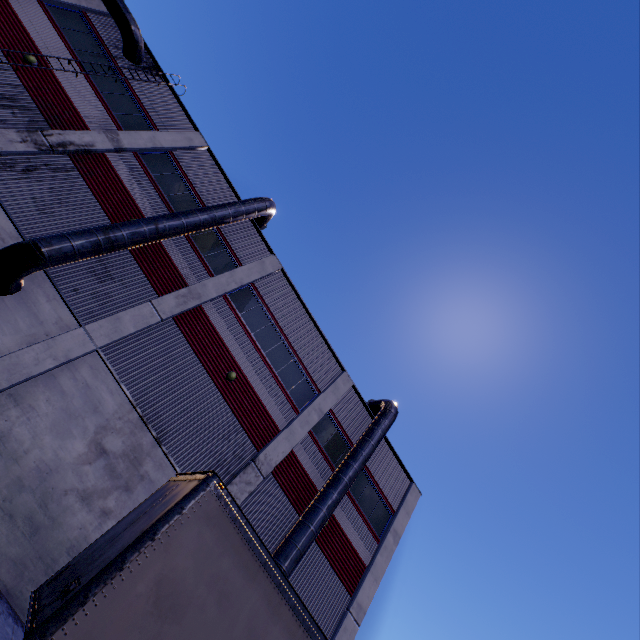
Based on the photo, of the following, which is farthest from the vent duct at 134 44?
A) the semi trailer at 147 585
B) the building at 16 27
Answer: the semi trailer at 147 585

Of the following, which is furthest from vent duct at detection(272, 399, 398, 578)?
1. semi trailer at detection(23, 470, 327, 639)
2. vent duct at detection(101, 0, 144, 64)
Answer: vent duct at detection(101, 0, 144, 64)

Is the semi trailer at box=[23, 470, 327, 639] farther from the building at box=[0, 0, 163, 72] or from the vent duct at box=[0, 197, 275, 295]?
the vent duct at box=[0, 197, 275, 295]

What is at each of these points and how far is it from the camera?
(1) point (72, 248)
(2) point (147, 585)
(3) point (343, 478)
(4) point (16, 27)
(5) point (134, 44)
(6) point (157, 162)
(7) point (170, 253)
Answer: (1) vent duct, 10.7 meters
(2) semi trailer, 4.8 meters
(3) vent duct, 14.3 meters
(4) building, 13.8 meters
(5) vent duct, 16.5 meters
(6) building, 16.1 meters
(7) building, 14.8 meters

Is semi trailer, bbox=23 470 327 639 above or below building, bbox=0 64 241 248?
below

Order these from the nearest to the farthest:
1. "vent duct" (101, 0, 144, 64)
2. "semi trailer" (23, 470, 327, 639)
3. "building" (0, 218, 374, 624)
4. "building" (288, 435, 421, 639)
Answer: "semi trailer" (23, 470, 327, 639) → "building" (0, 218, 374, 624) → "building" (288, 435, 421, 639) → "vent duct" (101, 0, 144, 64)

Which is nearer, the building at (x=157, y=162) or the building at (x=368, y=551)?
the building at (x=157, y=162)
